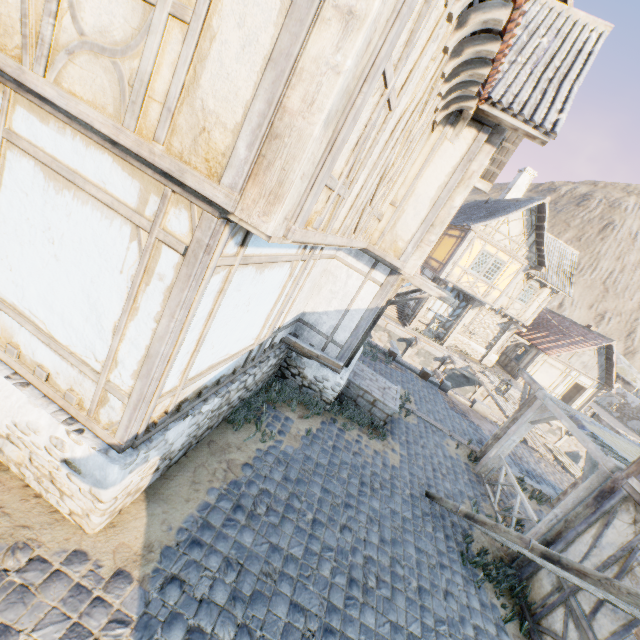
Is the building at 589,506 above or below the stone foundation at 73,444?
above

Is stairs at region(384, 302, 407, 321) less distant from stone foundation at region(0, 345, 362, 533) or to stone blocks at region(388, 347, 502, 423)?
stone blocks at region(388, 347, 502, 423)

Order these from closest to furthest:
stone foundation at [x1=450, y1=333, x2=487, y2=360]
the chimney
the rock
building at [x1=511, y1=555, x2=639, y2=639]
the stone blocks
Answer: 1. building at [x1=511, y1=555, x2=639, y2=639]
2. the stone blocks
3. the chimney
4. stone foundation at [x1=450, y1=333, x2=487, y2=360]
5. the rock

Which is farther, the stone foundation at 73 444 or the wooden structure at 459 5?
the stone foundation at 73 444

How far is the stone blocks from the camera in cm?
1395

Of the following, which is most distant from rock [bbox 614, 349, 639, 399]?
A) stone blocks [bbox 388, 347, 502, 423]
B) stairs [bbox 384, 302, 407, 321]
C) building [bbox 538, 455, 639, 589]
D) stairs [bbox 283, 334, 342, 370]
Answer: stairs [bbox 384, 302, 407, 321]

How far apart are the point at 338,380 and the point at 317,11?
6.8m

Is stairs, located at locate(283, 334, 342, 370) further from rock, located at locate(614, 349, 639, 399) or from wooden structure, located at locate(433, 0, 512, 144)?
rock, located at locate(614, 349, 639, 399)
